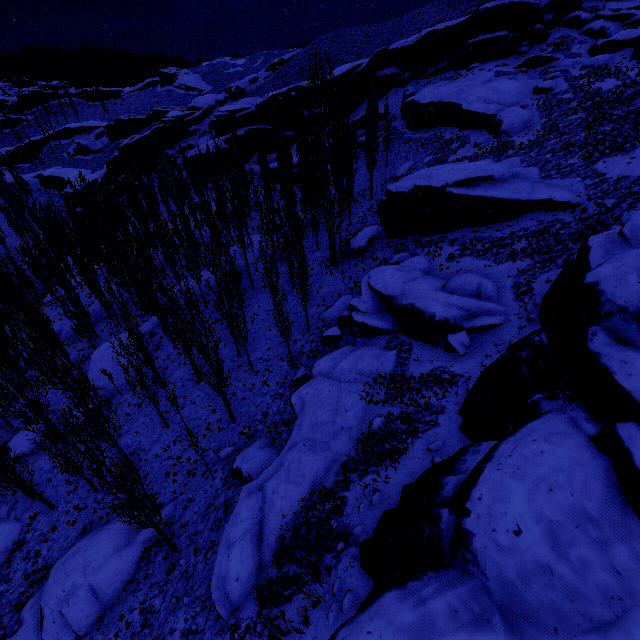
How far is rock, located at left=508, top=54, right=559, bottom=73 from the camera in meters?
40.5 m

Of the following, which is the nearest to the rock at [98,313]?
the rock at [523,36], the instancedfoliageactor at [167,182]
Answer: the instancedfoliageactor at [167,182]

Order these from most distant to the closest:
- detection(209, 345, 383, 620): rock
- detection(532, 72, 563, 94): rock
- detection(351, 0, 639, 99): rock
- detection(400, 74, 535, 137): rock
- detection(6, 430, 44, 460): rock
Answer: detection(351, 0, 639, 99): rock, detection(532, 72, 563, 94): rock, detection(400, 74, 535, 137): rock, detection(6, 430, 44, 460): rock, detection(209, 345, 383, 620): rock

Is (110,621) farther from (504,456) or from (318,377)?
(504,456)

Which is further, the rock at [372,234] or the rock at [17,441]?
the rock at [372,234]

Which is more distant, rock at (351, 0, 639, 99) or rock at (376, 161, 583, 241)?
rock at (351, 0, 639, 99)

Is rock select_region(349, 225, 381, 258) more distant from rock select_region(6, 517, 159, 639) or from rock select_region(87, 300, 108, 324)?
rock select_region(6, 517, 159, 639)

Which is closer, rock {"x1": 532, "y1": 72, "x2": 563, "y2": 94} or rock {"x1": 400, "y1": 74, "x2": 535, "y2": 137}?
rock {"x1": 400, "y1": 74, "x2": 535, "y2": 137}
